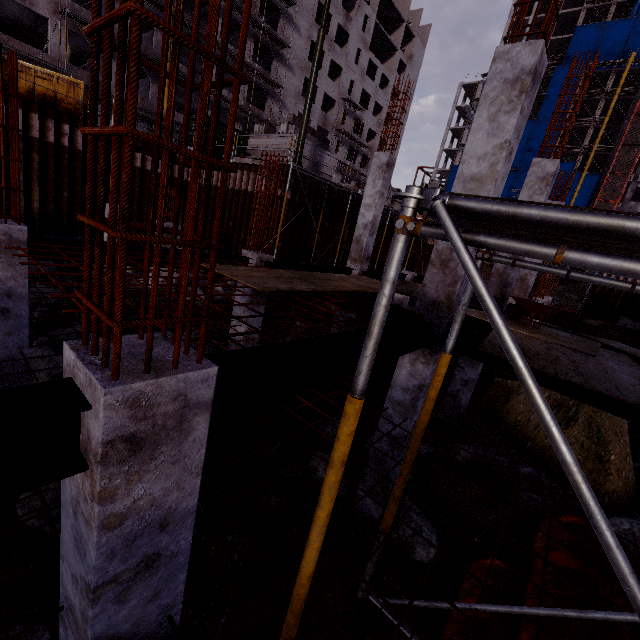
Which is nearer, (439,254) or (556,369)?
(556,369)

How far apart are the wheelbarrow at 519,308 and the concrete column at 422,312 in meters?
2.1 m

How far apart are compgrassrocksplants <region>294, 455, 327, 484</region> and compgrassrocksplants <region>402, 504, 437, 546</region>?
0.4 meters

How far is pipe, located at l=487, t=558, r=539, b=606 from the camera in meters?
4.1

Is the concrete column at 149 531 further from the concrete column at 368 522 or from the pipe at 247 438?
the concrete column at 368 522

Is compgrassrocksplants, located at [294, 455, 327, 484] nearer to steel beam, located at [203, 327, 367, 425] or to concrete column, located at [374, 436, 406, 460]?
concrete column, located at [374, 436, 406, 460]

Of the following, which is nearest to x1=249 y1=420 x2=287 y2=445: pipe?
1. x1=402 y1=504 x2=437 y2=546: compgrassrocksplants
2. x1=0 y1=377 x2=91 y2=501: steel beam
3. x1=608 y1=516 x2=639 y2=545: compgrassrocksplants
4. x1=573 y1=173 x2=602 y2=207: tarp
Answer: x1=402 y1=504 x2=437 y2=546: compgrassrocksplants

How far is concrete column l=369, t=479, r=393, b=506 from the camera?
6.29m
